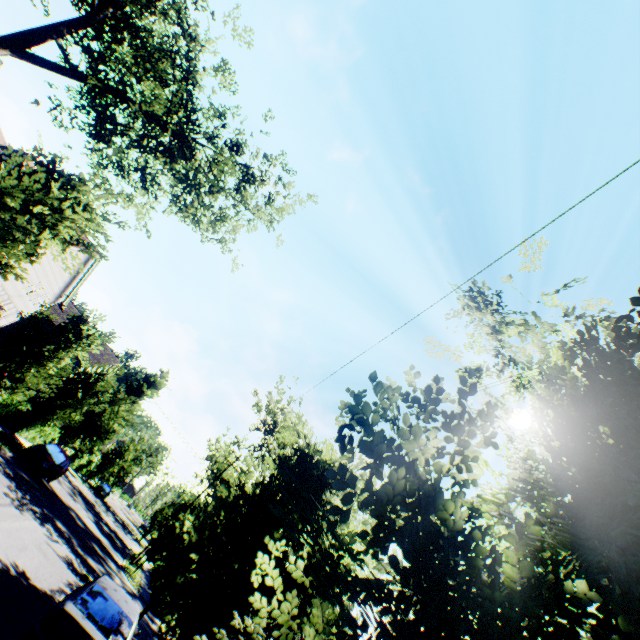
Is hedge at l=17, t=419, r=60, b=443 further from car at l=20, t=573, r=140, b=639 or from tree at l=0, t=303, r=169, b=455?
car at l=20, t=573, r=140, b=639

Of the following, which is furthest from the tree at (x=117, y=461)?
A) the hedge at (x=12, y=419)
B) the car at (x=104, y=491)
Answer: the car at (x=104, y=491)

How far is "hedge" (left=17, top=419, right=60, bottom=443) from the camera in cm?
2345

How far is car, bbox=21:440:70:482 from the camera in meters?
19.1

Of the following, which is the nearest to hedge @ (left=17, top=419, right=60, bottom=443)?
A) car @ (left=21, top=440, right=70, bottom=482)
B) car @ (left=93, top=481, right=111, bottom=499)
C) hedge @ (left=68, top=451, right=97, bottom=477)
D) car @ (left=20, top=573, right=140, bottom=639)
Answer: car @ (left=21, top=440, right=70, bottom=482)

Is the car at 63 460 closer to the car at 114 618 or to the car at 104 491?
the car at 114 618

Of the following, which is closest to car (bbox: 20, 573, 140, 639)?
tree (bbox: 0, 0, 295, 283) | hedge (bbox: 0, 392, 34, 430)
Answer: tree (bbox: 0, 0, 295, 283)

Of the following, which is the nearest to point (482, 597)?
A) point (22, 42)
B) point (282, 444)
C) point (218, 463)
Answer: point (22, 42)
